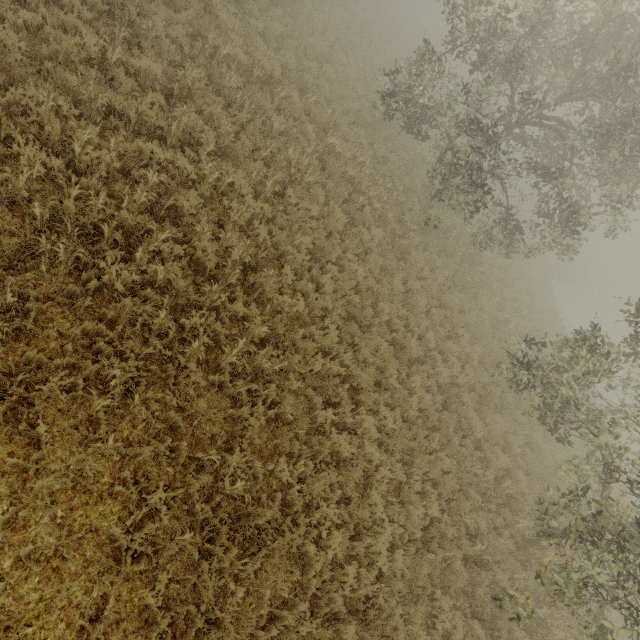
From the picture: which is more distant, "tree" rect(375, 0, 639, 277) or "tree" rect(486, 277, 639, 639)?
"tree" rect(375, 0, 639, 277)

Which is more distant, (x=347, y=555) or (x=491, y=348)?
(x=491, y=348)

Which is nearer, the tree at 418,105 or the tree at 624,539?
the tree at 624,539
